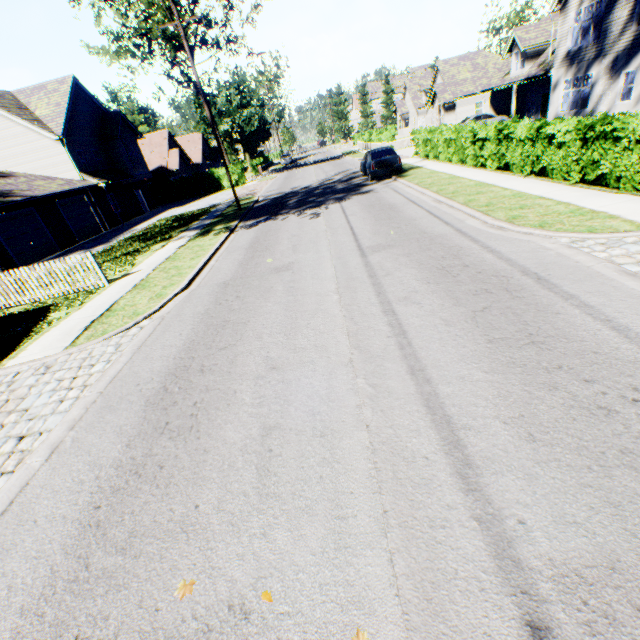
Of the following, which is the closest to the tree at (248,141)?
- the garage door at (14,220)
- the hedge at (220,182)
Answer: the hedge at (220,182)

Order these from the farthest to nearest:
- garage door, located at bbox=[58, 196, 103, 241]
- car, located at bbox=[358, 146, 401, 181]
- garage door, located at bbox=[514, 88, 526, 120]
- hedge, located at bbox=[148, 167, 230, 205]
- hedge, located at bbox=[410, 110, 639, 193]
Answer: hedge, located at bbox=[148, 167, 230, 205] → garage door, located at bbox=[514, 88, 526, 120] → garage door, located at bbox=[58, 196, 103, 241] → car, located at bbox=[358, 146, 401, 181] → hedge, located at bbox=[410, 110, 639, 193]

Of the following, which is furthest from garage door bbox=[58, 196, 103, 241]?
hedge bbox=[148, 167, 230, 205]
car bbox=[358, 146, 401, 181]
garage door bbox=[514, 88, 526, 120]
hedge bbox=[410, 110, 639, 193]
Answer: garage door bbox=[514, 88, 526, 120]

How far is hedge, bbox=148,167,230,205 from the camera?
36.4m

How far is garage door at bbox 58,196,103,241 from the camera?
23.2m

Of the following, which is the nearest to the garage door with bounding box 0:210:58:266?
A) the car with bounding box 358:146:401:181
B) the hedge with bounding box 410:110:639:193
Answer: the car with bounding box 358:146:401:181

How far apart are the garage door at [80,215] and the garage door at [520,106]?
38.9m

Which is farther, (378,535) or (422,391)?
(422,391)
